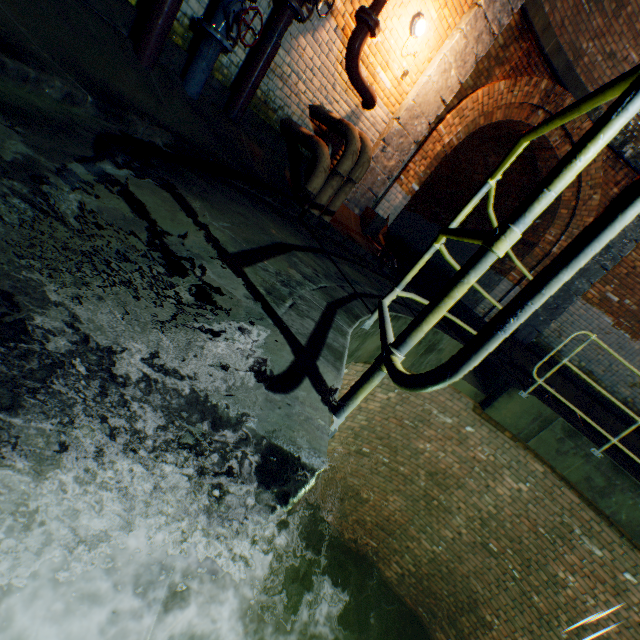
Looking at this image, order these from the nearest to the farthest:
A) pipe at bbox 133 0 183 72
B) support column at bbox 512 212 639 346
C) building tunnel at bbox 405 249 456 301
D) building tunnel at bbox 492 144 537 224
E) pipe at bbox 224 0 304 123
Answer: pipe at bbox 133 0 183 72
pipe at bbox 224 0 304 123
support column at bbox 512 212 639 346
building tunnel at bbox 492 144 537 224
building tunnel at bbox 405 249 456 301

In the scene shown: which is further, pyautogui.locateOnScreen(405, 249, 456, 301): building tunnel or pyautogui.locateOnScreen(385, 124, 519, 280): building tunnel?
pyautogui.locateOnScreen(385, 124, 519, 280): building tunnel

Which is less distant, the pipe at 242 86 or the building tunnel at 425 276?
the pipe at 242 86

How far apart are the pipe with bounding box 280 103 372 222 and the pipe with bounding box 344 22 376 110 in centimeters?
39cm

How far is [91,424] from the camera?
0.9m

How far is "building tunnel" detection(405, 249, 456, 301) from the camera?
9.37m

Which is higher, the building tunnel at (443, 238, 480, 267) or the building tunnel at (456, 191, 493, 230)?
the building tunnel at (456, 191, 493, 230)

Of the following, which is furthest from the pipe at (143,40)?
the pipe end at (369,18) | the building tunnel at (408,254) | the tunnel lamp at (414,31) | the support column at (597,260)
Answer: the support column at (597,260)
